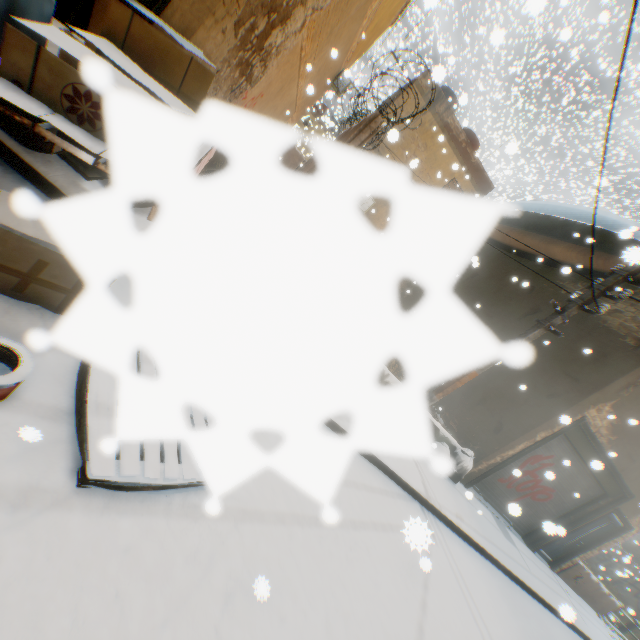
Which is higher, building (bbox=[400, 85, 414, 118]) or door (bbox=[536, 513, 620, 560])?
building (bbox=[400, 85, 414, 118])

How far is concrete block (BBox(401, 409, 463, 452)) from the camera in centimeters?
12cm

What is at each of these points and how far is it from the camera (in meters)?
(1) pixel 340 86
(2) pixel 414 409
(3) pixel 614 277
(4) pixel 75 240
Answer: (1) air conditioner, 16.97
(2) electric pole, 0.12
(3) electric pole, 5.96
(4) cardboard box, 0.11

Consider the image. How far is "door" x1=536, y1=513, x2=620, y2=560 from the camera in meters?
10.1

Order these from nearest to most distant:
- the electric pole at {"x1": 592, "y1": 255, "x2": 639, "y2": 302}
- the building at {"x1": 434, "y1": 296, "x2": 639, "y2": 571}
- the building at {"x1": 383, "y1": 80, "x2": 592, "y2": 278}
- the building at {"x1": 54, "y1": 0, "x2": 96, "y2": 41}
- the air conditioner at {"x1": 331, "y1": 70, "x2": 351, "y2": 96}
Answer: the building at {"x1": 54, "y1": 0, "x2": 96, "y2": 41} < the electric pole at {"x1": 592, "y1": 255, "x2": 639, "y2": 302} < the building at {"x1": 434, "y1": 296, "x2": 639, "y2": 571} < the building at {"x1": 383, "y1": 80, "x2": 592, "y2": 278} < the air conditioner at {"x1": 331, "y1": 70, "x2": 351, "y2": 96}

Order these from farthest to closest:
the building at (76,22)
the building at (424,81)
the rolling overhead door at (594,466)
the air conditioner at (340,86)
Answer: the air conditioner at (340,86), the building at (424,81), the rolling overhead door at (594,466), the building at (76,22)

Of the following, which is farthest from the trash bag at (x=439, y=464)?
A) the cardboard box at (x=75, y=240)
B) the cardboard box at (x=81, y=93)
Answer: the cardboard box at (x=81, y=93)

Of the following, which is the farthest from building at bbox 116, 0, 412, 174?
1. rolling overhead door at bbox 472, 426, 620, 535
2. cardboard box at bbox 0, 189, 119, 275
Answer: cardboard box at bbox 0, 189, 119, 275
